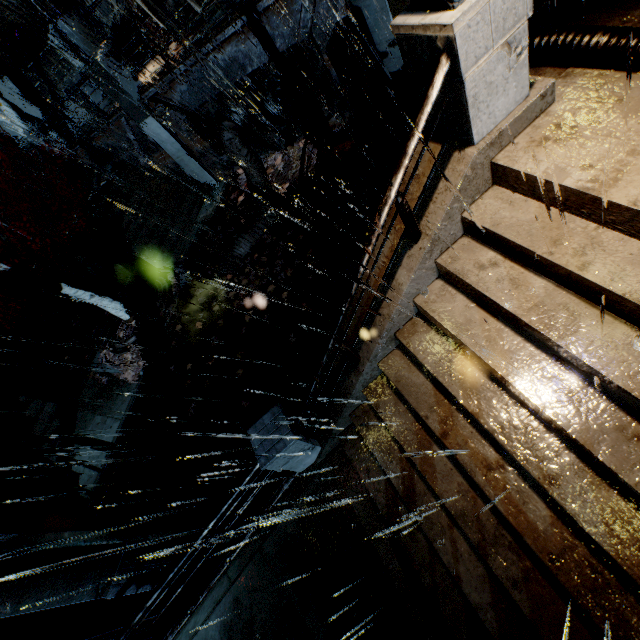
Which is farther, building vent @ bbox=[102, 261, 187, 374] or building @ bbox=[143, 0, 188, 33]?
building @ bbox=[143, 0, 188, 33]

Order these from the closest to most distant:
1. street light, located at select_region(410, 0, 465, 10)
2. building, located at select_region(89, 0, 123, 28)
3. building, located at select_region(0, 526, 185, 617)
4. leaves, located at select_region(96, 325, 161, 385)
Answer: street light, located at select_region(410, 0, 465, 10) < building, located at select_region(0, 526, 185, 617) < leaves, located at select_region(96, 325, 161, 385) < building, located at select_region(89, 0, 123, 28)

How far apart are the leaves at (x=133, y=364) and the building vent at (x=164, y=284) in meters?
0.0

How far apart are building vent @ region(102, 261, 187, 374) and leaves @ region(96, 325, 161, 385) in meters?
0.0

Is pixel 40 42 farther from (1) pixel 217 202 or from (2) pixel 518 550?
(2) pixel 518 550

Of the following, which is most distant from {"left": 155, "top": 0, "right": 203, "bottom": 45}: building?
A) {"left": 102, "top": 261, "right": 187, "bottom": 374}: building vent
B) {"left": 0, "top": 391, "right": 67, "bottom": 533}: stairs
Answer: {"left": 102, "top": 261, "right": 187, "bottom": 374}: building vent

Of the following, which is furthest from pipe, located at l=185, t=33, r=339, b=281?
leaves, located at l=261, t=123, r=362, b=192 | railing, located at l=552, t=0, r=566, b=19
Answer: railing, located at l=552, t=0, r=566, b=19

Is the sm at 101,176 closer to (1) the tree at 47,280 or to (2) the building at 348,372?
(1) the tree at 47,280
